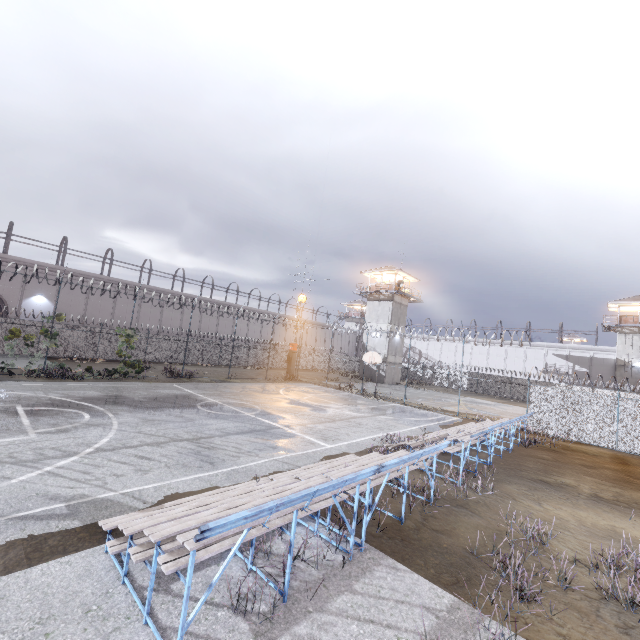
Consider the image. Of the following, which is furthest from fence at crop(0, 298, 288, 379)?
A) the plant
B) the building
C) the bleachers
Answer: the building

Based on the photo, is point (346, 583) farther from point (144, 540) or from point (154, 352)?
point (154, 352)

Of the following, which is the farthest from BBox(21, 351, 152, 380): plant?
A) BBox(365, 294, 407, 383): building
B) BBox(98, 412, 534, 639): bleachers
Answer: BBox(365, 294, 407, 383): building

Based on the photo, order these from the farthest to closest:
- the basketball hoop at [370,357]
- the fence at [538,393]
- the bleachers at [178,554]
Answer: the basketball hoop at [370,357], the fence at [538,393], the bleachers at [178,554]

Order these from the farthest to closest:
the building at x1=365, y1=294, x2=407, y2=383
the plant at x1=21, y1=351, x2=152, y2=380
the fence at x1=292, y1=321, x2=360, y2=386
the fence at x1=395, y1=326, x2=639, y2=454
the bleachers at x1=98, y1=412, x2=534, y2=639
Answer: the building at x1=365, y1=294, x2=407, y2=383 → the fence at x1=292, y1=321, x2=360, y2=386 → the plant at x1=21, y1=351, x2=152, y2=380 → the fence at x1=395, y1=326, x2=639, y2=454 → the bleachers at x1=98, y1=412, x2=534, y2=639

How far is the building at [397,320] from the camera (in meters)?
41.22

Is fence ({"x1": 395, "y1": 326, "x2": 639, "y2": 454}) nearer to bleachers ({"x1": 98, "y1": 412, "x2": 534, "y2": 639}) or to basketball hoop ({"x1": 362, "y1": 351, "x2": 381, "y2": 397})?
basketball hoop ({"x1": 362, "y1": 351, "x2": 381, "y2": 397})

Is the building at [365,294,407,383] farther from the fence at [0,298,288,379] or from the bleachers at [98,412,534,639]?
the bleachers at [98,412,534,639]
